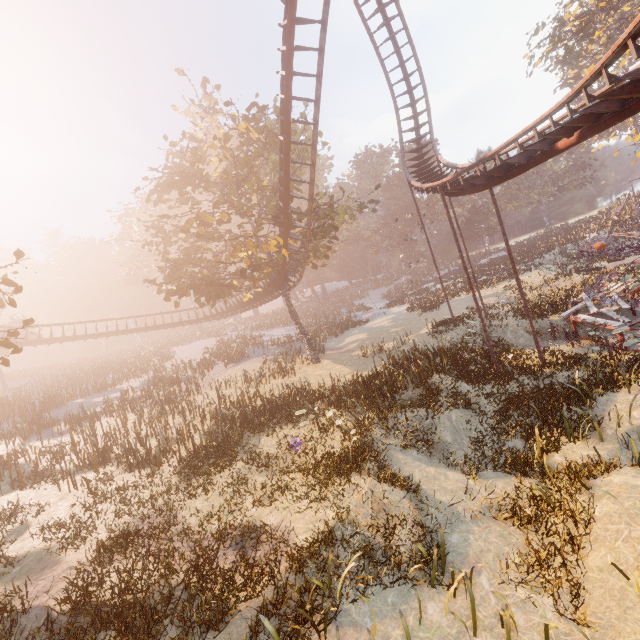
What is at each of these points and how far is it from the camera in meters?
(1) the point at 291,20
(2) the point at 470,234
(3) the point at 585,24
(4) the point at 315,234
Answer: (1) roller coaster, 13.1 m
(2) instancedfoliageactor, 56.2 m
(3) tree, 30.8 m
(4) tree, 20.8 m

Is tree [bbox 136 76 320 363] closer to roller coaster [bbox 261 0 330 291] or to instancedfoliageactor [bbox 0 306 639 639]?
roller coaster [bbox 261 0 330 291]

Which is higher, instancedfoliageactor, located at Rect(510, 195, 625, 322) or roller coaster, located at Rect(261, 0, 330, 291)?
roller coaster, located at Rect(261, 0, 330, 291)

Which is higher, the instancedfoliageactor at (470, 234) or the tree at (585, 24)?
the tree at (585, 24)

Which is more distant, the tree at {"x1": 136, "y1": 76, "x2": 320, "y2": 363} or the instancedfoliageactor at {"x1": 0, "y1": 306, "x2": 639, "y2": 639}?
the tree at {"x1": 136, "y1": 76, "x2": 320, "y2": 363}

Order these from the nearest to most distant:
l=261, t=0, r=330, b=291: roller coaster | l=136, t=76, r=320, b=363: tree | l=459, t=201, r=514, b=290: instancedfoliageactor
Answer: l=261, t=0, r=330, b=291: roller coaster, l=136, t=76, r=320, b=363: tree, l=459, t=201, r=514, b=290: instancedfoliageactor

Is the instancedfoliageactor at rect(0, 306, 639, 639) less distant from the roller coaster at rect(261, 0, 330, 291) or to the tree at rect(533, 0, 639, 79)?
the roller coaster at rect(261, 0, 330, 291)

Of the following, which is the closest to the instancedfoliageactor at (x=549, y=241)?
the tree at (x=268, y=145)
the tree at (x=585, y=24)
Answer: the tree at (x=585, y=24)
